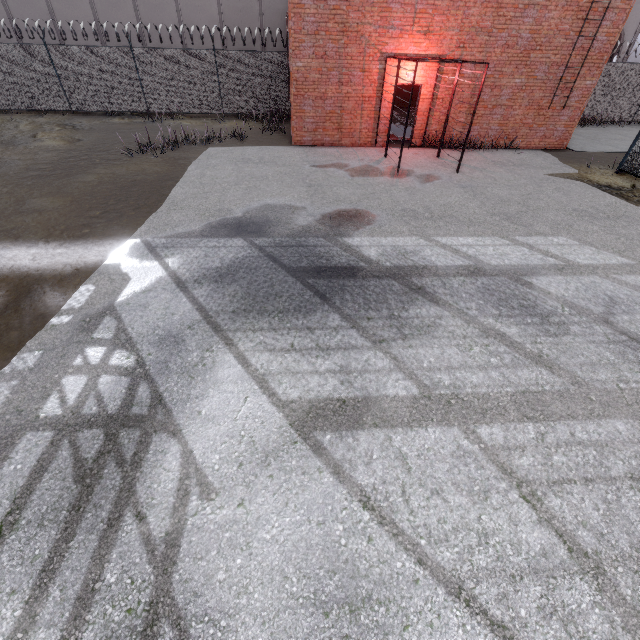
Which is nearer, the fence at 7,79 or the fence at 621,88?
the fence at 7,79

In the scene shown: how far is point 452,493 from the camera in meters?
3.1 m

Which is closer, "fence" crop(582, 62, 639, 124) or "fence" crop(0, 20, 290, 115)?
"fence" crop(0, 20, 290, 115)
